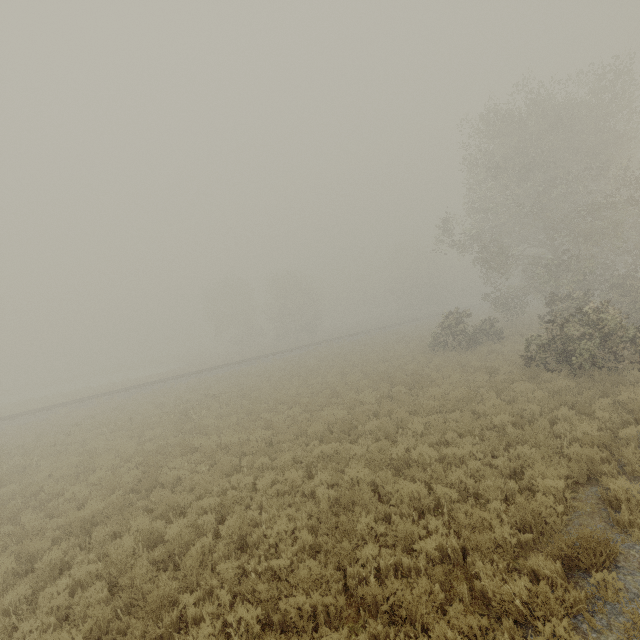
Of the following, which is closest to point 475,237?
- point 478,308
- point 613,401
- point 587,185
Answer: point 587,185

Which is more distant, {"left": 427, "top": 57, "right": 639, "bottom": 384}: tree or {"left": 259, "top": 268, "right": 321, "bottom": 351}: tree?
{"left": 259, "top": 268, "right": 321, "bottom": 351}: tree

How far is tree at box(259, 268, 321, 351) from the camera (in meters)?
52.06

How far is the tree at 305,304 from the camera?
52.1m

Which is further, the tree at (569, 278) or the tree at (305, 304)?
the tree at (305, 304)
